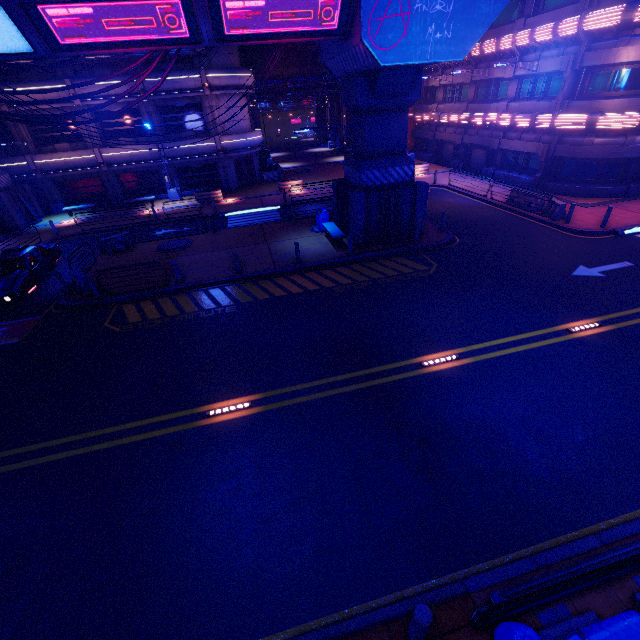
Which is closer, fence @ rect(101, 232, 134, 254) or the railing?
the railing

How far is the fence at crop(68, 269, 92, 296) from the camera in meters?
14.3 m

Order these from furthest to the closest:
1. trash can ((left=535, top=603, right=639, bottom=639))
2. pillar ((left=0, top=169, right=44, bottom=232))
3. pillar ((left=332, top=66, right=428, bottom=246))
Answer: pillar ((left=0, top=169, right=44, bottom=232))
pillar ((left=332, top=66, right=428, bottom=246))
trash can ((left=535, top=603, right=639, bottom=639))

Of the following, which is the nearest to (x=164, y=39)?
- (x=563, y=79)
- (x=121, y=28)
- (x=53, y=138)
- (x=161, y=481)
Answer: (x=121, y=28)

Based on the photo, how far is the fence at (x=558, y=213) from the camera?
17.59m

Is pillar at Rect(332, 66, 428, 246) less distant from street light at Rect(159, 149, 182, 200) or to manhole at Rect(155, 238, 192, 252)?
manhole at Rect(155, 238, 192, 252)

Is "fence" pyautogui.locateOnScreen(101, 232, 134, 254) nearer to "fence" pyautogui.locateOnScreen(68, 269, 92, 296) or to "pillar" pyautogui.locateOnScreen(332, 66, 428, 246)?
"fence" pyautogui.locateOnScreen(68, 269, 92, 296)

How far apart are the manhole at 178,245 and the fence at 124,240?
1.3 meters
